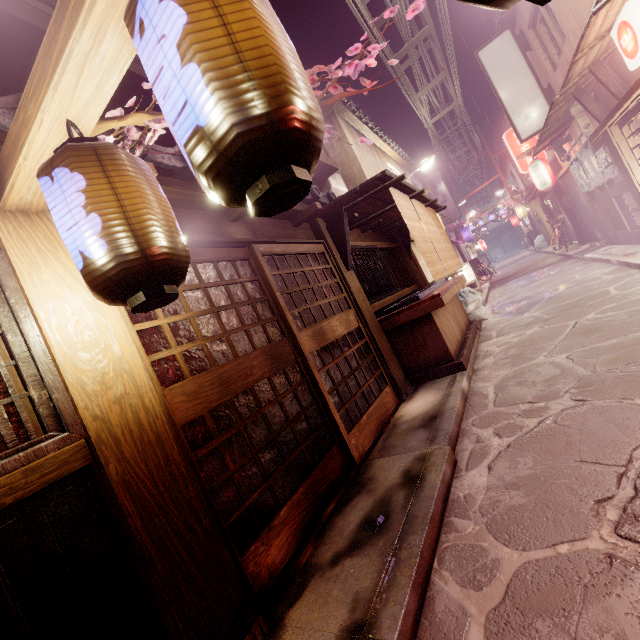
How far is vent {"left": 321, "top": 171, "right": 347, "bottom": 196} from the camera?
15.0m

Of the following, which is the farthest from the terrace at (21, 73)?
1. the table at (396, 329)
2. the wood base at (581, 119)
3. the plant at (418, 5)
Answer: the wood base at (581, 119)

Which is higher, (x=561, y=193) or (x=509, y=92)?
(x=509, y=92)

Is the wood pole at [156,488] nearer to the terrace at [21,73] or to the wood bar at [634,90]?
the terrace at [21,73]

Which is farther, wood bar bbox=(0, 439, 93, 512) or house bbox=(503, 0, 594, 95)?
house bbox=(503, 0, 594, 95)

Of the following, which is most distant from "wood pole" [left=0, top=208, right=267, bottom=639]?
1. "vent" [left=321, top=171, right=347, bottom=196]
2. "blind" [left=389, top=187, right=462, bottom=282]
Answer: "vent" [left=321, top=171, right=347, bottom=196]

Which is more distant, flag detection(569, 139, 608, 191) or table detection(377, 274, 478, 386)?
flag detection(569, 139, 608, 191)

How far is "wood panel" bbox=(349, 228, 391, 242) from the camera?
12.1 meters
